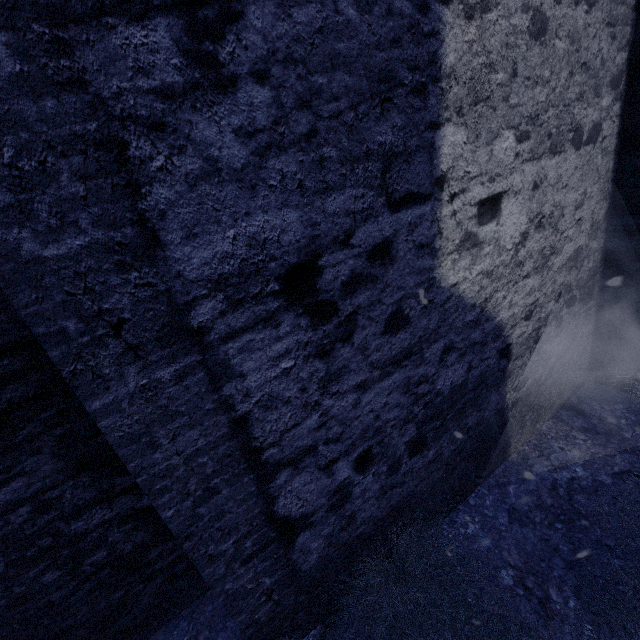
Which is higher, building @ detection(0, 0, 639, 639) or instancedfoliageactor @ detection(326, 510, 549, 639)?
building @ detection(0, 0, 639, 639)

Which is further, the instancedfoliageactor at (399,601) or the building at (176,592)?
the instancedfoliageactor at (399,601)

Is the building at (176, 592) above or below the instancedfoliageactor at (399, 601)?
above

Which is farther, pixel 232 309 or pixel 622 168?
pixel 622 168

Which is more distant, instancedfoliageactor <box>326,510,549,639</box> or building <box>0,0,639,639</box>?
instancedfoliageactor <box>326,510,549,639</box>
